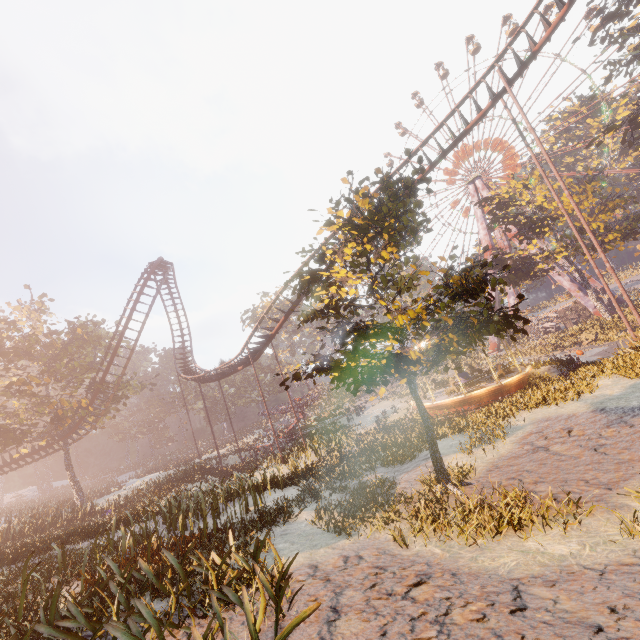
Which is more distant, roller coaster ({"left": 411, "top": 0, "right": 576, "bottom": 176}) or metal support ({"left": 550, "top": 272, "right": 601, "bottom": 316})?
metal support ({"left": 550, "top": 272, "right": 601, "bottom": 316})

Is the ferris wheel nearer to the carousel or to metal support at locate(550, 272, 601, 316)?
metal support at locate(550, 272, 601, 316)

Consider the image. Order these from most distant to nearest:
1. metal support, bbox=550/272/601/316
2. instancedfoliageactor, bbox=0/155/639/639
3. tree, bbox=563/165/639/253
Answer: metal support, bbox=550/272/601/316 < tree, bbox=563/165/639/253 < instancedfoliageactor, bbox=0/155/639/639

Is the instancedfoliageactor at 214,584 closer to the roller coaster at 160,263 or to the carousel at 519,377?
the carousel at 519,377

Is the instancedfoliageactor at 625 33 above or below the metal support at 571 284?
above

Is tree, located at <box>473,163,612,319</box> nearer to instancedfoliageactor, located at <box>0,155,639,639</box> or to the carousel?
instancedfoliageactor, located at <box>0,155,639,639</box>

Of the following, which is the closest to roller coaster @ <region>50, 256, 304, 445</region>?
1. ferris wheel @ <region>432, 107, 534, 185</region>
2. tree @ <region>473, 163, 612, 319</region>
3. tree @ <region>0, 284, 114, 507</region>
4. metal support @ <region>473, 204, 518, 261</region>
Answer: tree @ <region>0, 284, 114, 507</region>

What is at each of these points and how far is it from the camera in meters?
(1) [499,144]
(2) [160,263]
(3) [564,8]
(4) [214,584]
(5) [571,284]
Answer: (1) ferris wheel, 49.0
(2) roller coaster, 33.2
(3) roller coaster, 16.0
(4) instancedfoliageactor, 4.5
(5) metal support, 42.0
